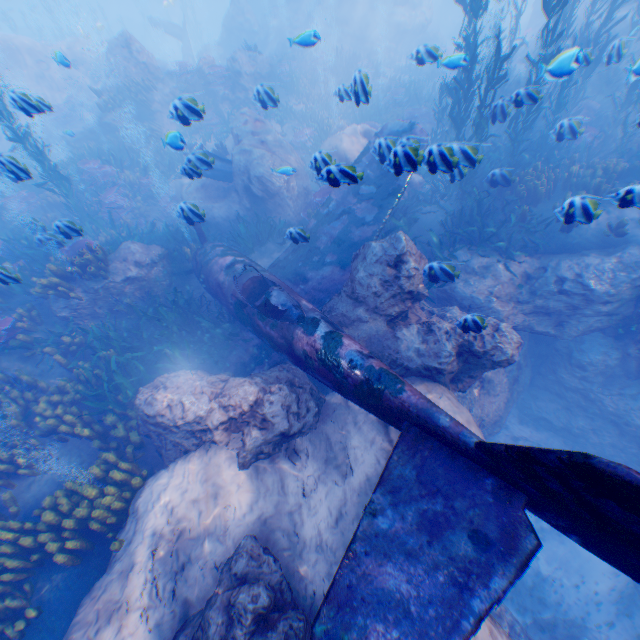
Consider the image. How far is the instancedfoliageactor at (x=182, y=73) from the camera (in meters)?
15.83

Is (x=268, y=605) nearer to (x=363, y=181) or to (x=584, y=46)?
(x=363, y=181)

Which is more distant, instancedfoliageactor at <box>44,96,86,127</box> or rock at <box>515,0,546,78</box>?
instancedfoliageactor at <box>44,96,86,127</box>

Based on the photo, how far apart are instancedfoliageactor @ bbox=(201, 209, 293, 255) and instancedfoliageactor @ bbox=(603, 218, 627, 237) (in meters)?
9.66

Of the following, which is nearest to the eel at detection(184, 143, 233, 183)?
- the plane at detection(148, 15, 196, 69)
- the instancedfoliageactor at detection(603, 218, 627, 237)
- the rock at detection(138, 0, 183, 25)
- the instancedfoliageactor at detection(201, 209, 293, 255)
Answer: the rock at detection(138, 0, 183, 25)

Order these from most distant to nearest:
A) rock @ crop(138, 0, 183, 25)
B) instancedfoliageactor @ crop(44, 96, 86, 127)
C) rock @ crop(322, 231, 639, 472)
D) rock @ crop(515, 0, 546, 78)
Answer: rock @ crop(138, 0, 183, 25), instancedfoliageactor @ crop(44, 96, 86, 127), rock @ crop(515, 0, 546, 78), rock @ crop(322, 231, 639, 472)

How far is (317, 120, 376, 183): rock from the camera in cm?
421

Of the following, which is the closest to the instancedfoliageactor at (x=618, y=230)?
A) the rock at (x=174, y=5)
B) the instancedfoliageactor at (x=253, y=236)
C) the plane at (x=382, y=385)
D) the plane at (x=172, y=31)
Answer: the rock at (x=174, y=5)
